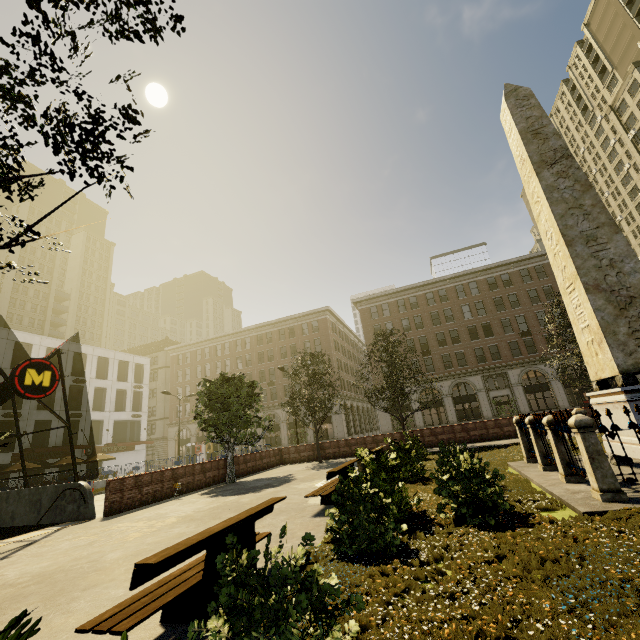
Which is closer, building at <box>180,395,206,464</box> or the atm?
the atm

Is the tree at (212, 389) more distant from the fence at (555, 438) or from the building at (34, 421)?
the building at (34, 421)

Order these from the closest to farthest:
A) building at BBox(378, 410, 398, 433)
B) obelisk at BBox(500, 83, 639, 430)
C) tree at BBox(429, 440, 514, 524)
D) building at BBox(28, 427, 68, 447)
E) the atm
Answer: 1. tree at BBox(429, 440, 514, 524)
2. obelisk at BBox(500, 83, 639, 430)
3. building at BBox(28, 427, 68, 447)
4. building at BBox(378, 410, 398, 433)
5. the atm

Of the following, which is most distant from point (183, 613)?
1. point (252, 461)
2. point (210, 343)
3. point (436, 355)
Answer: point (210, 343)

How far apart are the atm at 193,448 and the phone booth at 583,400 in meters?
49.8

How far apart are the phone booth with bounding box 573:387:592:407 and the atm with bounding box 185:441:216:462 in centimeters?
4980cm

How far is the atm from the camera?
48.25m

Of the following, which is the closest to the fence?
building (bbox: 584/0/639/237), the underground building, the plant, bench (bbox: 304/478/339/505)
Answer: the plant
